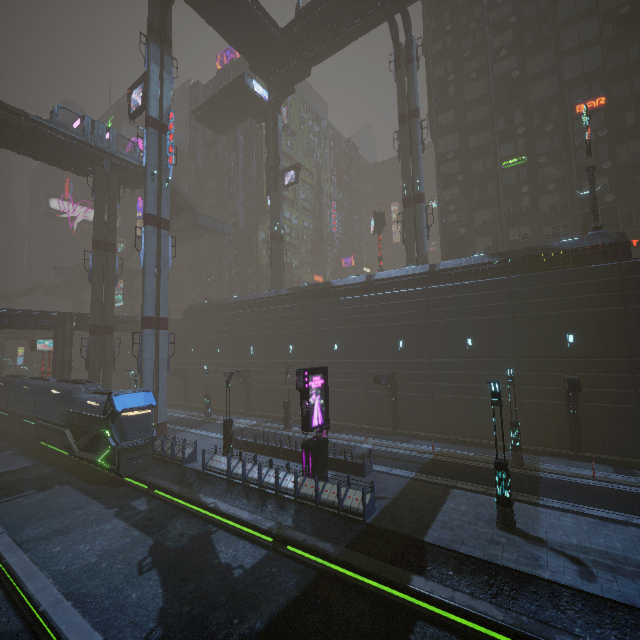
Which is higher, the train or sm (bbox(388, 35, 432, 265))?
sm (bbox(388, 35, 432, 265))

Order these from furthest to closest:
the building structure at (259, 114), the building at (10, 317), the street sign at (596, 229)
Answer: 1. the building structure at (259, 114)
2. the building at (10, 317)
3. the street sign at (596, 229)

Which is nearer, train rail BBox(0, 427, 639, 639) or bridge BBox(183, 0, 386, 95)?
train rail BBox(0, 427, 639, 639)

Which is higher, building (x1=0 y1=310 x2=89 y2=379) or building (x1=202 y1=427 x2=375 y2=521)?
building (x1=0 y1=310 x2=89 y2=379)

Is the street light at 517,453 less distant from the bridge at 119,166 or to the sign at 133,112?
the sign at 133,112

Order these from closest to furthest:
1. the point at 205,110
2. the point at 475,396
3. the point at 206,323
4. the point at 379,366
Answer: the point at 475,396 → the point at 379,366 → the point at 206,323 → the point at 205,110

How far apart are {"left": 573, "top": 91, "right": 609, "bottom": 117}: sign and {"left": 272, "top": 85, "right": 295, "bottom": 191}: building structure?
30.3m

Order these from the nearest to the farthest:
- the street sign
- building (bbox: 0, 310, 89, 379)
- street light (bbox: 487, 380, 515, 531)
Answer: street light (bbox: 487, 380, 515, 531)
the street sign
building (bbox: 0, 310, 89, 379)
